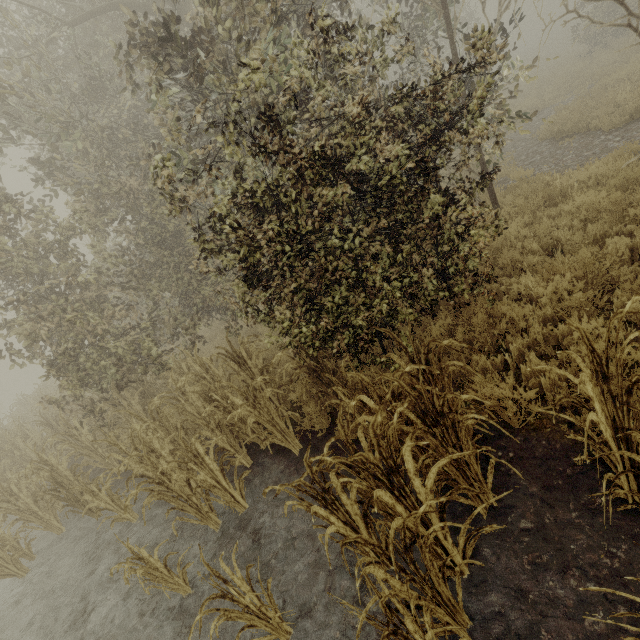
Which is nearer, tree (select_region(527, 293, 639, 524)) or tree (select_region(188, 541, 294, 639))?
tree (select_region(527, 293, 639, 524))

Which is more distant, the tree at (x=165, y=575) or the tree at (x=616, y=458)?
the tree at (x=165, y=575)

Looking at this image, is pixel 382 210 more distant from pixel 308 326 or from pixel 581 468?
pixel 581 468

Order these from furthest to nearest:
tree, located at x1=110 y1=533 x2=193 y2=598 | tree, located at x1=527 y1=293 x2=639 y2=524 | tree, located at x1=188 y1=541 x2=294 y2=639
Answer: tree, located at x1=110 y1=533 x2=193 y2=598 → tree, located at x1=188 y1=541 x2=294 y2=639 → tree, located at x1=527 y1=293 x2=639 y2=524

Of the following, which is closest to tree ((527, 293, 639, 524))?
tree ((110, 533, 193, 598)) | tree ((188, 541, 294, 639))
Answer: tree ((188, 541, 294, 639))

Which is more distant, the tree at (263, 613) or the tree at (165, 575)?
the tree at (165, 575)

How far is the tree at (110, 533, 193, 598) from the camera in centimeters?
367cm
